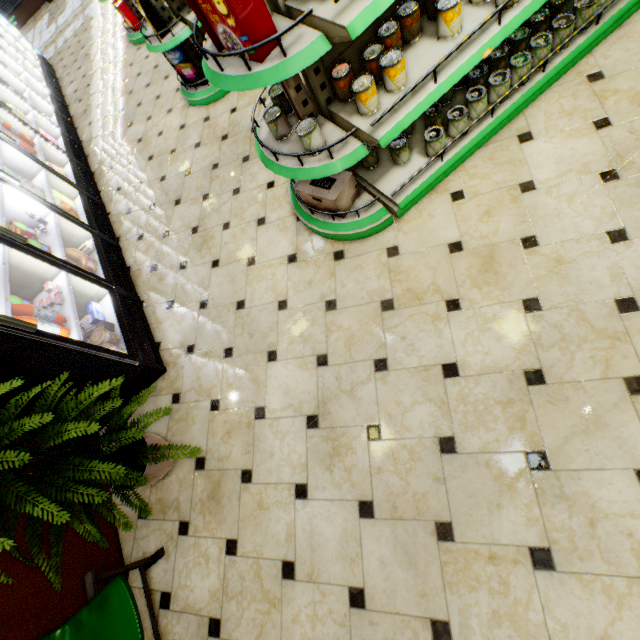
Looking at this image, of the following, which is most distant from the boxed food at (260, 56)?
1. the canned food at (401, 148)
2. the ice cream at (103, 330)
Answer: the ice cream at (103, 330)

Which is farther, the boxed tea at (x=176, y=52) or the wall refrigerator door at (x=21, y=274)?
the boxed tea at (x=176, y=52)

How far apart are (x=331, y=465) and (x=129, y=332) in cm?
216

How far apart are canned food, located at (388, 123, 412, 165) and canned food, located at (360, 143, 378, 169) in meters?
0.1 m

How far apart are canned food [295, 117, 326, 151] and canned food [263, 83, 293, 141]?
0.2 meters

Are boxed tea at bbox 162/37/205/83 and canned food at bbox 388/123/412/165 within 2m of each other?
no

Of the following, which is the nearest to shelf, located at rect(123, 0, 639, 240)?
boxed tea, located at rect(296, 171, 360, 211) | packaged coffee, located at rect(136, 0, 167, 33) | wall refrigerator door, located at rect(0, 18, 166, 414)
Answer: boxed tea, located at rect(296, 171, 360, 211)

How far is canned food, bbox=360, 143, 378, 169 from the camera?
2.49m
